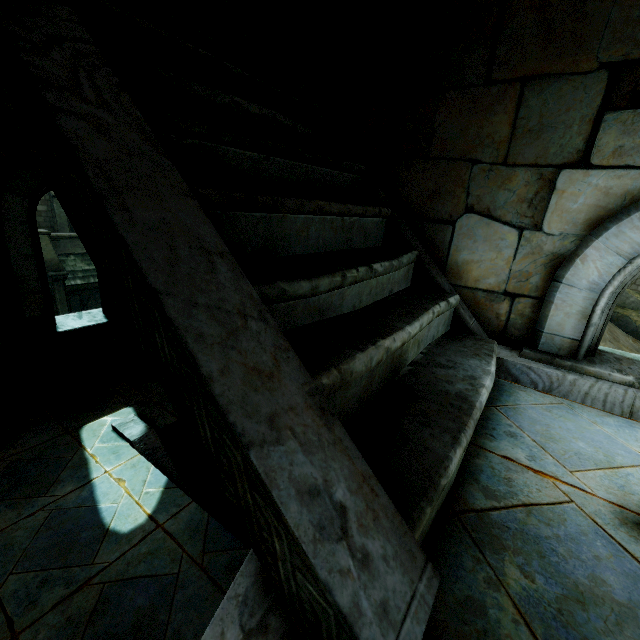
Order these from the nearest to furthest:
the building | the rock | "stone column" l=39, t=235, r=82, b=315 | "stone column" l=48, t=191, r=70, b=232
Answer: the building → "stone column" l=39, t=235, r=82, b=315 → "stone column" l=48, t=191, r=70, b=232 → the rock

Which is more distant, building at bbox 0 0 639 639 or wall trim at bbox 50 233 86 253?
wall trim at bbox 50 233 86 253

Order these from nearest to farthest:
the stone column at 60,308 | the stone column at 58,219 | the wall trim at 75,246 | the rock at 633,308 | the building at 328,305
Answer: the building at 328,305 < the stone column at 60,308 < the wall trim at 75,246 < the stone column at 58,219 < the rock at 633,308

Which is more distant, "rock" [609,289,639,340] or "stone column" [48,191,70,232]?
"rock" [609,289,639,340]

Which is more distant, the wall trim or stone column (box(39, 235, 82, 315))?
the wall trim

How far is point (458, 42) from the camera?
2.2 meters

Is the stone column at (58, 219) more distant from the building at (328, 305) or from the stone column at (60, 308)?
the building at (328, 305)

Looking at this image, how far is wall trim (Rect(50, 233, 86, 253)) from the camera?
16.0m
